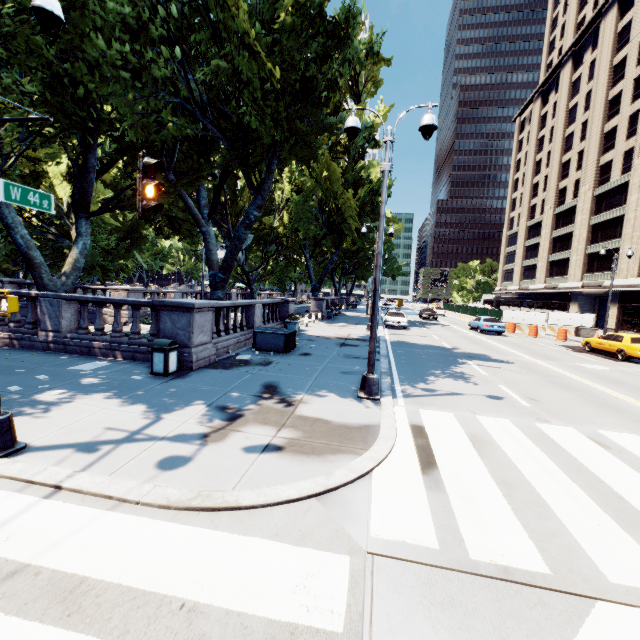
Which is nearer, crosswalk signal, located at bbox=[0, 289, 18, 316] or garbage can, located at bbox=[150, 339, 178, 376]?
crosswalk signal, located at bbox=[0, 289, 18, 316]

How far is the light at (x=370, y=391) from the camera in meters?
7.9 m

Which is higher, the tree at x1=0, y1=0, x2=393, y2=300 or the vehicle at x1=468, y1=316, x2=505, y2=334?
the tree at x1=0, y1=0, x2=393, y2=300

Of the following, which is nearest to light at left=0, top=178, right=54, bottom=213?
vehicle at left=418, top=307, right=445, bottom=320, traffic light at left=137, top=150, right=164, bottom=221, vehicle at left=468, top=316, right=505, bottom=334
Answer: traffic light at left=137, top=150, right=164, bottom=221

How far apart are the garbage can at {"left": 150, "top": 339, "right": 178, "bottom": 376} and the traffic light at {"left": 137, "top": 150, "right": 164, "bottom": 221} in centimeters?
501cm

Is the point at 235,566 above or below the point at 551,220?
below

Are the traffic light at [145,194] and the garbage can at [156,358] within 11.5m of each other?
yes

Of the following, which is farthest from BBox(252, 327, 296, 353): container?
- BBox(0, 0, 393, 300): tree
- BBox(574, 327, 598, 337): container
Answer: BBox(574, 327, 598, 337): container
